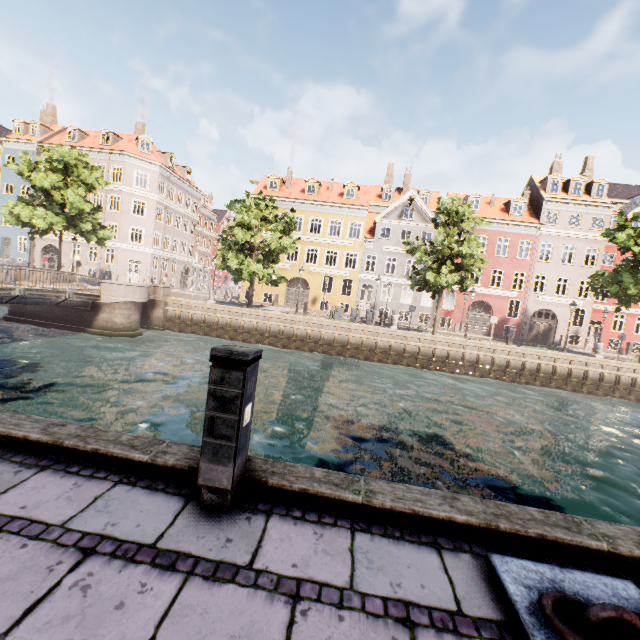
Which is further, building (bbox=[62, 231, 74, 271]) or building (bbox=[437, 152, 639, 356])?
building (bbox=[62, 231, 74, 271])

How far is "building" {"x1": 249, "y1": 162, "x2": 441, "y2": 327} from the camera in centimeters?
3166cm

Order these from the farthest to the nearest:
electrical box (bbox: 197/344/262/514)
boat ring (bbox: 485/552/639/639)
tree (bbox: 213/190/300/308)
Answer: tree (bbox: 213/190/300/308)
electrical box (bbox: 197/344/262/514)
boat ring (bbox: 485/552/639/639)

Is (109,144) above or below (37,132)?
below

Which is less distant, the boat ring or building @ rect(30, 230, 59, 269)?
the boat ring

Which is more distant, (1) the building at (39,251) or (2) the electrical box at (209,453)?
(1) the building at (39,251)

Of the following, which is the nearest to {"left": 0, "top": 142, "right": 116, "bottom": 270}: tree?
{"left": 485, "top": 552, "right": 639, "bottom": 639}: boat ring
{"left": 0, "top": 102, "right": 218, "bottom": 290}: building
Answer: {"left": 485, "top": 552, "right": 639, "bottom": 639}: boat ring

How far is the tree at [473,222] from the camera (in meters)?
20.89
